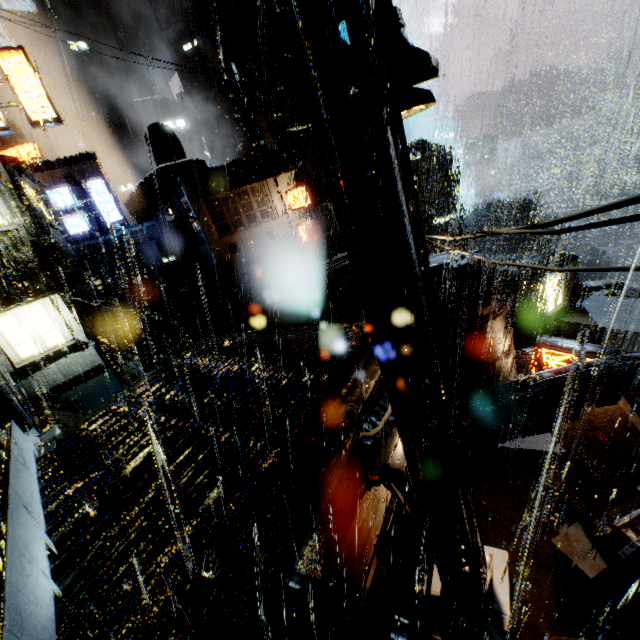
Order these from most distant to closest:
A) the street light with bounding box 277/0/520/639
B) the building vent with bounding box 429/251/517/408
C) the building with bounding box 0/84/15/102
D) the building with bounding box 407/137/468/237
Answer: the building with bounding box 407/137/468/237 < the building with bounding box 0/84/15/102 < the building vent with bounding box 429/251/517/408 < the street light with bounding box 277/0/520/639

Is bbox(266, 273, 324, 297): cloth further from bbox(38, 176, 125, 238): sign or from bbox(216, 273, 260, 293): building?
bbox(38, 176, 125, 238): sign

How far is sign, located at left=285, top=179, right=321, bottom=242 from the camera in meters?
23.0

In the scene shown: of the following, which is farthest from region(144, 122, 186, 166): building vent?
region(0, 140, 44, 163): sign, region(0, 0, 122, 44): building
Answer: region(0, 0, 122, 44): building

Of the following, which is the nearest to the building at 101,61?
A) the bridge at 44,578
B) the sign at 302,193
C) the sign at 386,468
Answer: the sign at 302,193

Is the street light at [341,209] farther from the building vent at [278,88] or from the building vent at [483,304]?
the building vent at [278,88]

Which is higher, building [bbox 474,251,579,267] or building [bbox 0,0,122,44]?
→ building [bbox 0,0,122,44]

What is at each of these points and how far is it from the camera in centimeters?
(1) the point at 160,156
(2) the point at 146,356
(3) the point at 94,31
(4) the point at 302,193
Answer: (1) building vent, 3662cm
(2) stairs, 2392cm
(3) building, 5897cm
(4) sign, 2383cm
